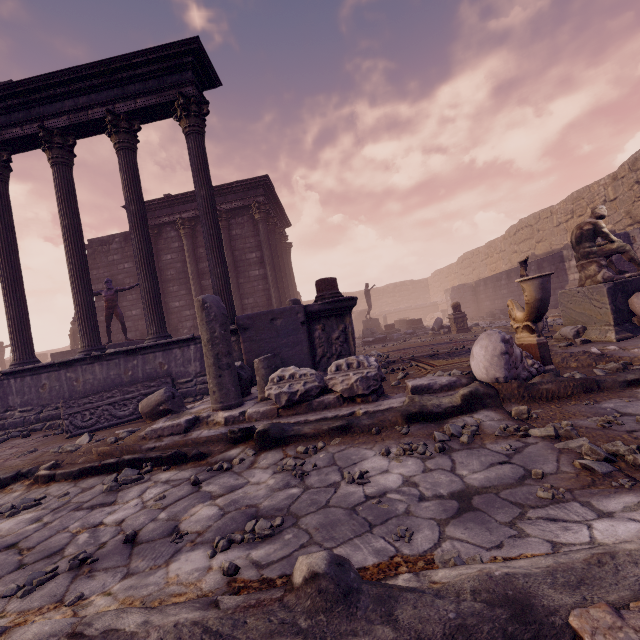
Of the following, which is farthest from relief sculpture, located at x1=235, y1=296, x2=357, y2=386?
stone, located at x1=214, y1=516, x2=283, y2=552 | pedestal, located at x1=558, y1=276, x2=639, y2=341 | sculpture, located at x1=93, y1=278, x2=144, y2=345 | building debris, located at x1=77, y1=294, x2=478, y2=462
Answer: sculpture, located at x1=93, y1=278, x2=144, y2=345

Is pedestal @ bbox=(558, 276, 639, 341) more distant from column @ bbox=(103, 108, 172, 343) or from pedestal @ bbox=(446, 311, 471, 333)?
column @ bbox=(103, 108, 172, 343)

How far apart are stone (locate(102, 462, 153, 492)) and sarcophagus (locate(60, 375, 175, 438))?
2.8m

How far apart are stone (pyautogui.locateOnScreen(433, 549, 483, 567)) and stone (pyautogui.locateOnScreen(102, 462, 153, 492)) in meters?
3.0

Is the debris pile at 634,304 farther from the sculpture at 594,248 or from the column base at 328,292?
Answer: the column base at 328,292

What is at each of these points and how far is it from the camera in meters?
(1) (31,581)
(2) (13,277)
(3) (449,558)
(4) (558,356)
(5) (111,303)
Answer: (1) stone, 1.9
(2) column, 7.9
(3) stone, 1.5
(4) debris pile, 4.5
(5) sculpture, 10.9

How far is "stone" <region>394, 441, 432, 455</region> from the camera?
2.67m

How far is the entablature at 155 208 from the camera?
13.97m
